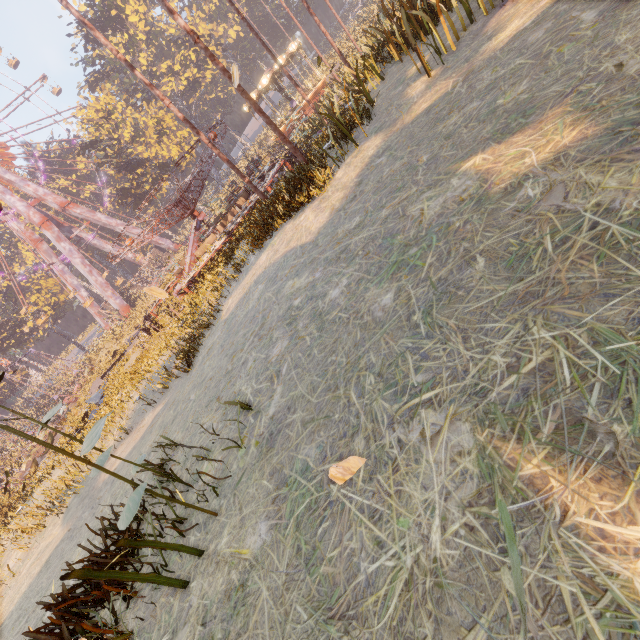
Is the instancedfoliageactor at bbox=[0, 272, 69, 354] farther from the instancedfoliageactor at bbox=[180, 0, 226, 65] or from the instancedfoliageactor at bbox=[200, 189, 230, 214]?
the instancedfoliageactor at bbox=[180, 0, 226, 65]

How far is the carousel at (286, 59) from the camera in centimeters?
2792cm

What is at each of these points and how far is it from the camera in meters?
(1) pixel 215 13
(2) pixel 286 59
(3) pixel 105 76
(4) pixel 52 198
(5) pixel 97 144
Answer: (1) instancedfoliageactor, 58.4 m
(2) carousel, 29.9 m
(3) instancedfoliageactor, 48.4 m
(4) metal support, 44.1 m
(5) tree, 41.1 m

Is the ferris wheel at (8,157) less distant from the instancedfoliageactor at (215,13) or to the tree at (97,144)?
the tree at (97,144)

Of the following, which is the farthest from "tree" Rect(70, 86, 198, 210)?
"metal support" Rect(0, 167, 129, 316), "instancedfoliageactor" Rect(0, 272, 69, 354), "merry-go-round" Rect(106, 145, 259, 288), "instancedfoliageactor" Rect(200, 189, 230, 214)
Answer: "merry-go-round" Rect(106, 145, 259, 288)

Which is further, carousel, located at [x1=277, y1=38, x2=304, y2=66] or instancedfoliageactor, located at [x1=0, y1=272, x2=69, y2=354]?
instancedfoliageactor, located at [x1=0, y1=272, x2=69, y2=354]

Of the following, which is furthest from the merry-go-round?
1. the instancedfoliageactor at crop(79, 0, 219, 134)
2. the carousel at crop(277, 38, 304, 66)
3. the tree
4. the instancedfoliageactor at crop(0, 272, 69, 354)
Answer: the tree

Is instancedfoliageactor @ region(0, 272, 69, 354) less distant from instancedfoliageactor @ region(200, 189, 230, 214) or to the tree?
the tree
